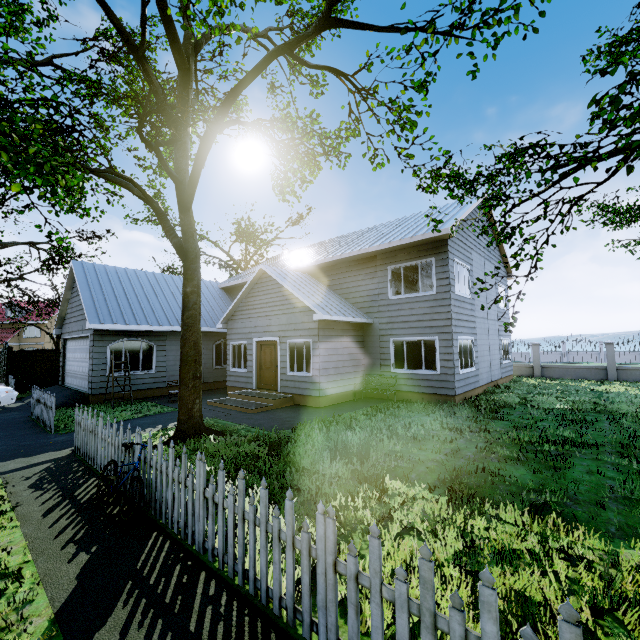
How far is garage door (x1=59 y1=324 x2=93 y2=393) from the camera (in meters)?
13.60

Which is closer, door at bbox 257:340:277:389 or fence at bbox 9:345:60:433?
fence at bbox 9:345:60:433

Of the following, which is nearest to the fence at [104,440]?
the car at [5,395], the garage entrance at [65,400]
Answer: the garage entrance at [65,400]

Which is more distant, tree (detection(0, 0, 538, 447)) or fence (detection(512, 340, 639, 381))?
fence (detection(512, 340, 639, 381))

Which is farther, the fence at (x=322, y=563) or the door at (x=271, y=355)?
the door at (x=271, y=355)

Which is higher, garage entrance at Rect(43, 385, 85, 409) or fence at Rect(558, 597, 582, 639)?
fence at Rect(558, 597, 582, 639)

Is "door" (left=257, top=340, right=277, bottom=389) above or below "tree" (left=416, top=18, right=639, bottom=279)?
below

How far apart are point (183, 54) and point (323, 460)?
10.2m
